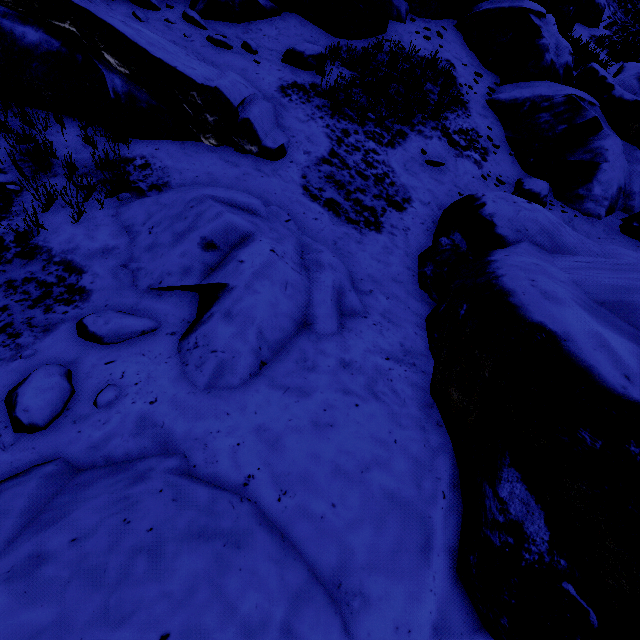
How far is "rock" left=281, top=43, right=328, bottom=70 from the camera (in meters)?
7.23

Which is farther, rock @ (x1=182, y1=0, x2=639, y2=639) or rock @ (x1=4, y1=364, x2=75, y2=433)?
rock @ (x1=4, y1=364, x2=75, y2=433)

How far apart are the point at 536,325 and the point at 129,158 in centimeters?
555cm

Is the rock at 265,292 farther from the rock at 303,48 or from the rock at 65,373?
the rock at 303,48

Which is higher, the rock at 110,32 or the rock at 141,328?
the rock at 110,32

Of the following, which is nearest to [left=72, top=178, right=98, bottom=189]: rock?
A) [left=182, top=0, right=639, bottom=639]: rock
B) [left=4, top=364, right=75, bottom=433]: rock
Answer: [left=182, top=0, right=639, bottom=639]: rock

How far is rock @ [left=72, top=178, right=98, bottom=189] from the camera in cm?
401
